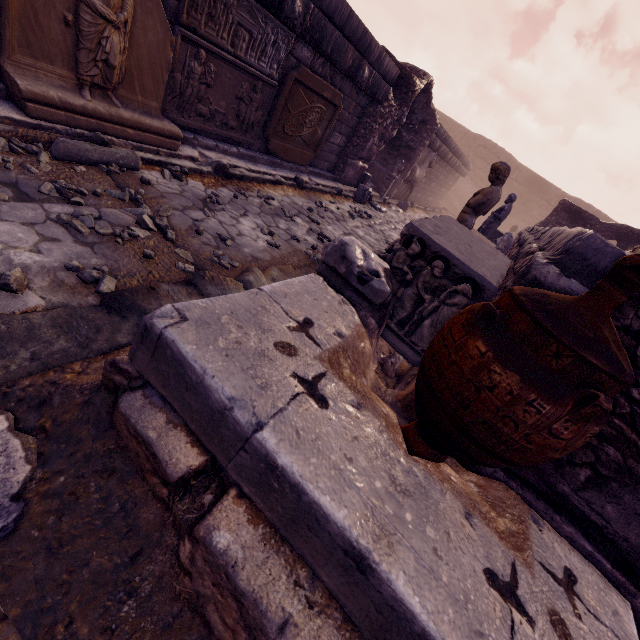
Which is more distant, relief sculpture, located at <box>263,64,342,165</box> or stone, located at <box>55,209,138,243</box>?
relief sculpture, located at <box>263,64,342,165</box>

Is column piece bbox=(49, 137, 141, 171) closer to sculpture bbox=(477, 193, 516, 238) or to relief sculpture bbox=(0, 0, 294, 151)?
relief sculpture bbox=(0, 0, 294, 151)

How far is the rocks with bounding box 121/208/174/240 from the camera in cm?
308

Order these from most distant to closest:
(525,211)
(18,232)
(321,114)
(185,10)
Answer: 1. (525,211)
2. (321,114)
3. (185,10)
4. (18,232)

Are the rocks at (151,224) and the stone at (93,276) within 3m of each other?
yes

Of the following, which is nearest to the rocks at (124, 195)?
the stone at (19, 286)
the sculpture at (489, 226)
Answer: the stone at (19, 286)

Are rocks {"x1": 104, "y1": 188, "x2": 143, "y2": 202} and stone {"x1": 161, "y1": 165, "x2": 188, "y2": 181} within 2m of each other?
yes

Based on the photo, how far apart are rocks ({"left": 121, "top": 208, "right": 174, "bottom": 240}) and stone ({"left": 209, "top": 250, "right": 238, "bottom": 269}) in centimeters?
42cm
